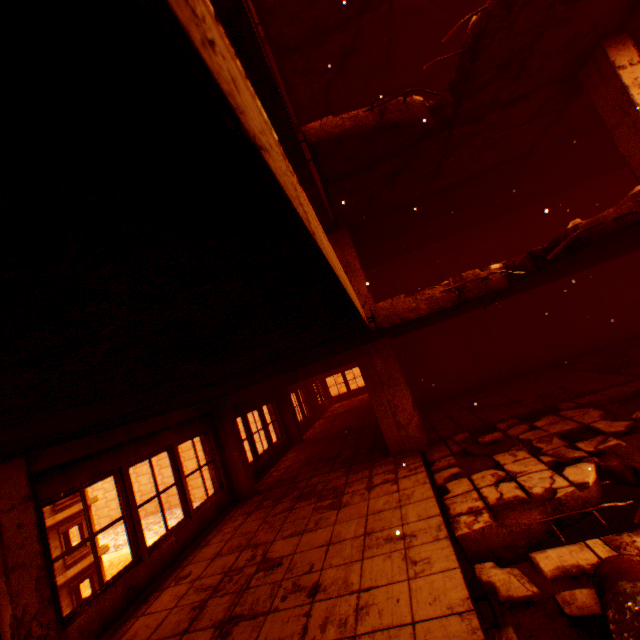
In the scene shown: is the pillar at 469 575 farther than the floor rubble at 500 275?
Yes

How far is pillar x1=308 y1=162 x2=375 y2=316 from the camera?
8.0 meters

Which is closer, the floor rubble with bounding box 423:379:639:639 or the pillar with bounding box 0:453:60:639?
the floor rubble with bounding box 423:379:639:639

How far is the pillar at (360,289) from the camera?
8.04m

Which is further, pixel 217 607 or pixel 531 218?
pixel 531 218

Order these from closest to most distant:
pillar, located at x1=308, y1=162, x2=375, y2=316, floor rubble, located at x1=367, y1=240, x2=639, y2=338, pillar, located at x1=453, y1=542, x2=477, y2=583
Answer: floor rubble, located at x1=367, y1=240, x2=639, y2=338 → pillar, located at x1=453, y1=542, x2=477, y2=583 → pillar, located at x1=308, y1=162, x2=375, y2=316

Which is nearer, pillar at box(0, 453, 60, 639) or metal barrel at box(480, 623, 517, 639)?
metal barrel at box(480, 623, 517, 639)

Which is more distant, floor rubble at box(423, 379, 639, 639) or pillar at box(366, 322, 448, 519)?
pillar at box(366, 322, 448, 519)
